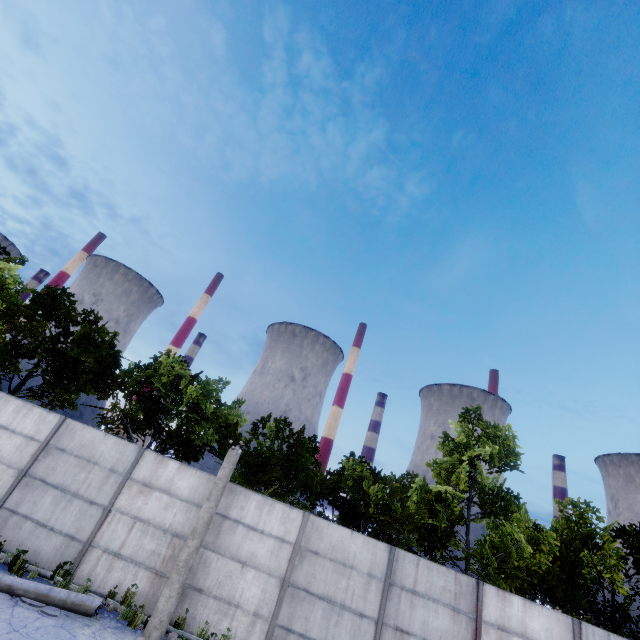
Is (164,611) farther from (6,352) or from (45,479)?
(6,352)

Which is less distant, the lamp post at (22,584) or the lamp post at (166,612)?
the lamp post at (22,584)

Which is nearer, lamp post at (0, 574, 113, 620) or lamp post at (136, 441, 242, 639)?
lamp post at (0, 574, 113, 620)
